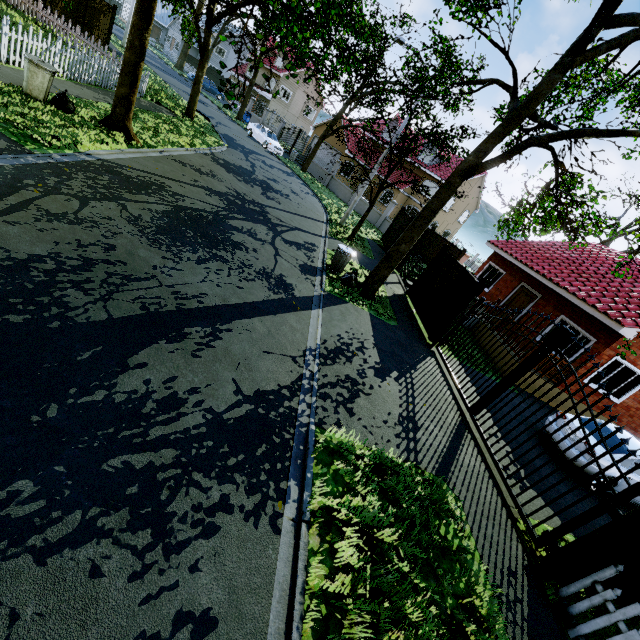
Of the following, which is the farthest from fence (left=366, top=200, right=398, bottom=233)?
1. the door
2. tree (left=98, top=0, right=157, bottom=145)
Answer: the door

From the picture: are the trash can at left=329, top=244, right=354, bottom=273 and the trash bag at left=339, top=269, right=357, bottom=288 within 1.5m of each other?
yes

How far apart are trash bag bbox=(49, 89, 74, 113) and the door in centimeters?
1862cm

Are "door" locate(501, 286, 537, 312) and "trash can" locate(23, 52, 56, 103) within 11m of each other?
no

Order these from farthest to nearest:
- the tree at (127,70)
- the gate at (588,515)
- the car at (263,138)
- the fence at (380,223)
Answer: the car at (263,138)
the fence at (380,223)
the tree at (127,70)
the gate at (588,515)

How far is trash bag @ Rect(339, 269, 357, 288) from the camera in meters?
10.7 m

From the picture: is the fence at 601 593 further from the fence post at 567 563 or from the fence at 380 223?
the fence at 380 223

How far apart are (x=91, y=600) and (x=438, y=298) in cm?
1142
